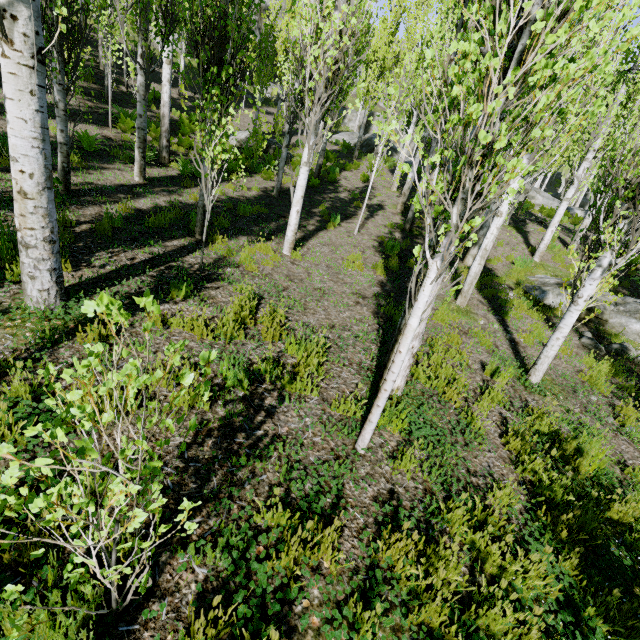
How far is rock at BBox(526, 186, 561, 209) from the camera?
21.5m

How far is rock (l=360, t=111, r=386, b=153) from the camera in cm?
2633

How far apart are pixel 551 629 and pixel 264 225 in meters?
8.5 m

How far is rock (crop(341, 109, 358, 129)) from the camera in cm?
3831

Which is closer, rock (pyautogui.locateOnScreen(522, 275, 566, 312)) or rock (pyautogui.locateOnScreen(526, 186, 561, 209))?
rock (pyautogui.locateOnScreen(522, 275, 566, 312))

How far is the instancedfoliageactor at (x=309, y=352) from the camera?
3.6m

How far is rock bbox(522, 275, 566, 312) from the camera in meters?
8.8 m

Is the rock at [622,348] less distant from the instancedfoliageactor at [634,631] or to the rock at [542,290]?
the instancedfoliageactor at [634,631]
